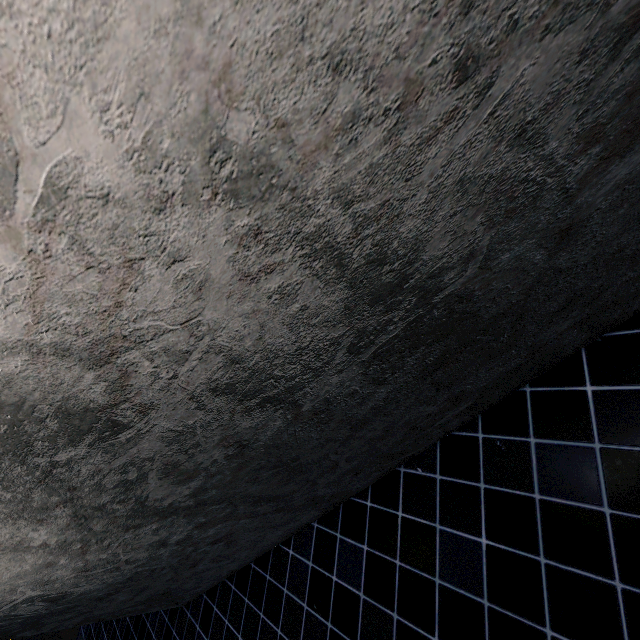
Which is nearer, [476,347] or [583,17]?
[583,17]
